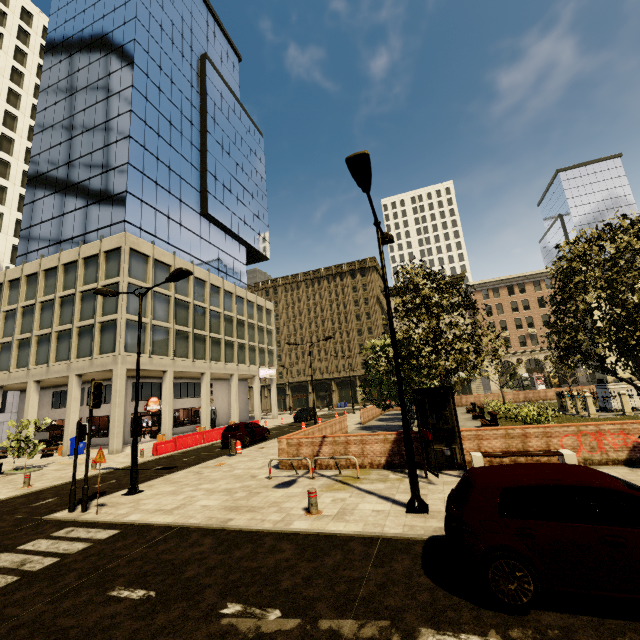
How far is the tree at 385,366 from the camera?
12.6m

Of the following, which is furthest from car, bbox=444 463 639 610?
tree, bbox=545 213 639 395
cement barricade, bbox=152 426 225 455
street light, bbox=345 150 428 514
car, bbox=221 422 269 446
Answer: cement barricade, bbox=152 426 225 455

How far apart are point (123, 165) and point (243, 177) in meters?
21.5 m

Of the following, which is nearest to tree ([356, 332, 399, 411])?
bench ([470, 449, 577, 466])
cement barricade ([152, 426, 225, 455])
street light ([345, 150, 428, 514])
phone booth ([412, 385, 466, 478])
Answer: phone booth ([412, 385, 466, 478])

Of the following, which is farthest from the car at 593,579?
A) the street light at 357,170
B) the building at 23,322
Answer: the building at 23,322

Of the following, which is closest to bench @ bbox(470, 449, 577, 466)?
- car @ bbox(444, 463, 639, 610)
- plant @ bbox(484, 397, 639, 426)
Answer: car @ bbox(444, 463, 639, 610)

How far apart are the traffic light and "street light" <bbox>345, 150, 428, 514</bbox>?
9.3m

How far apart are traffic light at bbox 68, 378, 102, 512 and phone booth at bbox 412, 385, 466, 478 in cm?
1007
